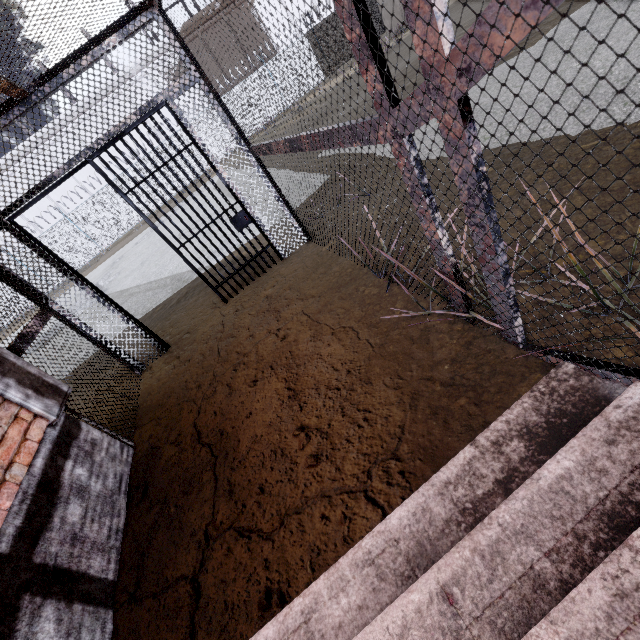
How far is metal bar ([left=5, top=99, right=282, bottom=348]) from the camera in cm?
341

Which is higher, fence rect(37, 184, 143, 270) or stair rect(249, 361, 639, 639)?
fence rect(37, 184, 143, 270)

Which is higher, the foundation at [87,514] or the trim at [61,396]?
the trim at [61,396]

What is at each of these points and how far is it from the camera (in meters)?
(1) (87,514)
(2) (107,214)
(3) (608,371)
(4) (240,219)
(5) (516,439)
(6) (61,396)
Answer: (1) foundation, 2.37
(2) fence, 20.80
(3) cage, 1.37
(4) metal bar, 4.21
(5) stair, 1.45
(6) trim, 2.78

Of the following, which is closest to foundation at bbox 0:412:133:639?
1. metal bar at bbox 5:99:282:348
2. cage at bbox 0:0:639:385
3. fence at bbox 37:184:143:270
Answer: cage at bbox 0:0:639:385

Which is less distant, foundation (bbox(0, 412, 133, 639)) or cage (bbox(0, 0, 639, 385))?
cage (bbox(0, 0, 639, 385))

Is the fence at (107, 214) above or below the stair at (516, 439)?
above

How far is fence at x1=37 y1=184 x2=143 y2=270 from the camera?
20.12m
